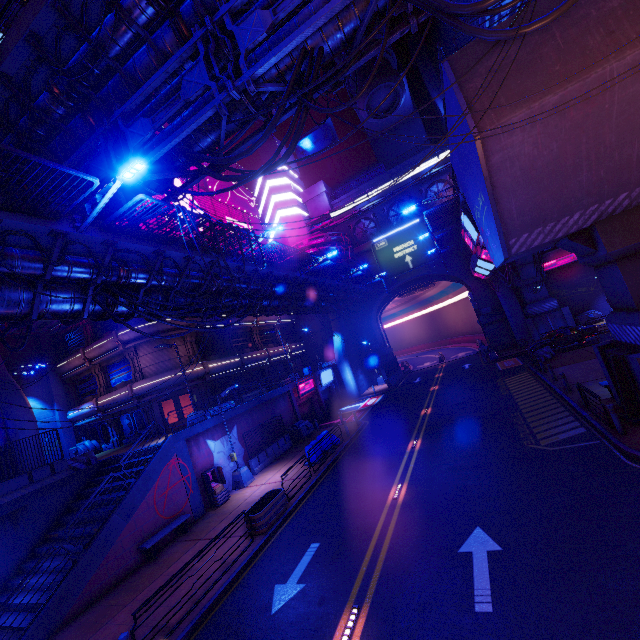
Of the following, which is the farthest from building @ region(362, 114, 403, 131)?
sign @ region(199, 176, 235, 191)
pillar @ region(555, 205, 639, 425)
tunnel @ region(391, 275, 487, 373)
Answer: pillar @ region(555, 205, 639, 425)

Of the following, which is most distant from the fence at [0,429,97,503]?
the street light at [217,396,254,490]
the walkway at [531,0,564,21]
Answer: the walkway at [531,0,564,21]

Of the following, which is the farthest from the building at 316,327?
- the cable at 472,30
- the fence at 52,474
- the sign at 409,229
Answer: the cable at 472,30

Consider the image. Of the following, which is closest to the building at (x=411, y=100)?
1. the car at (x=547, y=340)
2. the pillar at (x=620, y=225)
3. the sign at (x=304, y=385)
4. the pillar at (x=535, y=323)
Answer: the sign at (x=304, y=385)

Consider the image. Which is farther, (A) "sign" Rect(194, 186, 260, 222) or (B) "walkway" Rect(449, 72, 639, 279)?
(A) "sign" Rect(194, 186, 260, 222)

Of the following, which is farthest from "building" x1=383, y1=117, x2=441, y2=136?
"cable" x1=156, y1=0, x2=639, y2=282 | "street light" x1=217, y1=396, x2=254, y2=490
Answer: "cable" x1=156, y1=0, x2=639, y2=282

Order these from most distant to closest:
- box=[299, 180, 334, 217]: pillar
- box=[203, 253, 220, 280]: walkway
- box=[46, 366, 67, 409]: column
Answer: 1. box=[299, 180, 334, 217]: pillar
2. box=[46, 366, 67, 409]: column
3. box=[203, 253, 220, 280]: walkway

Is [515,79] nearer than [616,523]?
No
